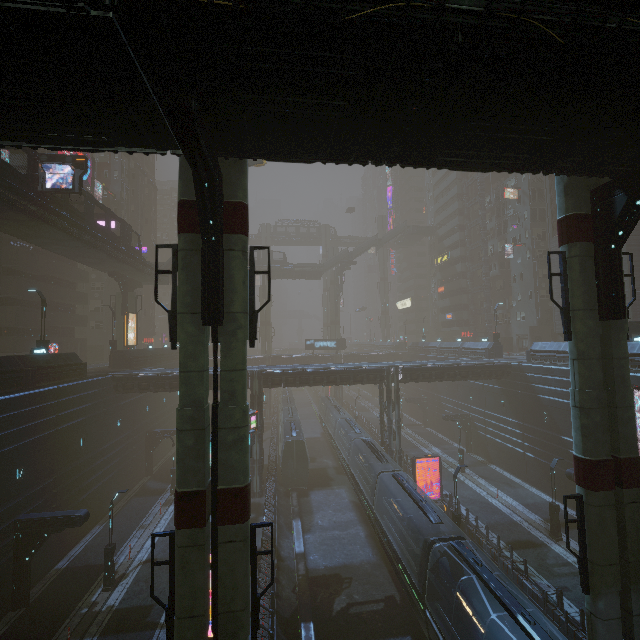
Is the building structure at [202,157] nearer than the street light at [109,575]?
→ Yes

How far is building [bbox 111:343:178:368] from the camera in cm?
3344

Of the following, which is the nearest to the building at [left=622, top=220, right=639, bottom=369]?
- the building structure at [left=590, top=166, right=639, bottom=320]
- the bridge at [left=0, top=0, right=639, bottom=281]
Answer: the bridge at [left=0, top=0, right=639, bottom=281]

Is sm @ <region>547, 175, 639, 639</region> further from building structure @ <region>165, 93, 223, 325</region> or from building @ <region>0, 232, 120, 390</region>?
building structure @ <region>165, 93, 223, 325</region>

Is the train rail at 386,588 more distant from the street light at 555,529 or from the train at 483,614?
the street light at 555,529

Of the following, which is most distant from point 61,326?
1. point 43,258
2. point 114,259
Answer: point 114,259

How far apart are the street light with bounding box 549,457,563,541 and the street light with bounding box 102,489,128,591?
29.0 meters

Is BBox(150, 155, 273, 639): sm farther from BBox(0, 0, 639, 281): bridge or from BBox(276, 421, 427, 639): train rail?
BBox(276, 421, 427, 639): train rail
